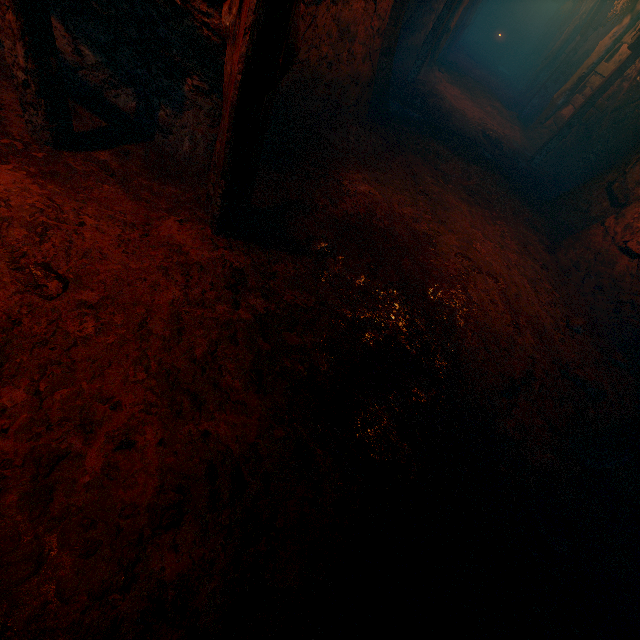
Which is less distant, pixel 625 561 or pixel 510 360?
pixel 625 561

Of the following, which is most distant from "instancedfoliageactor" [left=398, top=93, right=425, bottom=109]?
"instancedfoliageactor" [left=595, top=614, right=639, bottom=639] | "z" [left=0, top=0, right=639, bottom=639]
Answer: "instancedfoliageactor" [left=595, top=614, right=639, bottom=639]

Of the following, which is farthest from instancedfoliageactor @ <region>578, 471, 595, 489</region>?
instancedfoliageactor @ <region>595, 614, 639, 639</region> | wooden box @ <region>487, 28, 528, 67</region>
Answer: wooden box @ <region>487, 28, 528, 67</region>

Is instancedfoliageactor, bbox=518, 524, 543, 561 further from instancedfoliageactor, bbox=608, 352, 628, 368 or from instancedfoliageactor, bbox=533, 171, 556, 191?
instancedfoliageactor, bbox=533, 171, 556, 191

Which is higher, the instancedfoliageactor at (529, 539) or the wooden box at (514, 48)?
the wooden box at (514, 48)

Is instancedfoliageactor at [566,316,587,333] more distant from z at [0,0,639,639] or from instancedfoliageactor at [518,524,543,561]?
instancedfoliageactor at [518,524,543,561]

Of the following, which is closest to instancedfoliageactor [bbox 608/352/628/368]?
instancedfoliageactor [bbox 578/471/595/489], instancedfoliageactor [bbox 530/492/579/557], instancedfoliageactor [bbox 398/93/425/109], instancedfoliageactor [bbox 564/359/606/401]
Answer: instancedfoliageactor [bbox 564/359/606/401]

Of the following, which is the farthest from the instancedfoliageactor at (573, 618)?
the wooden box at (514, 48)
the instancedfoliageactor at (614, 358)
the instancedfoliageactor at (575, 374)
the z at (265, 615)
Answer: the wooden box at (514, 48)
